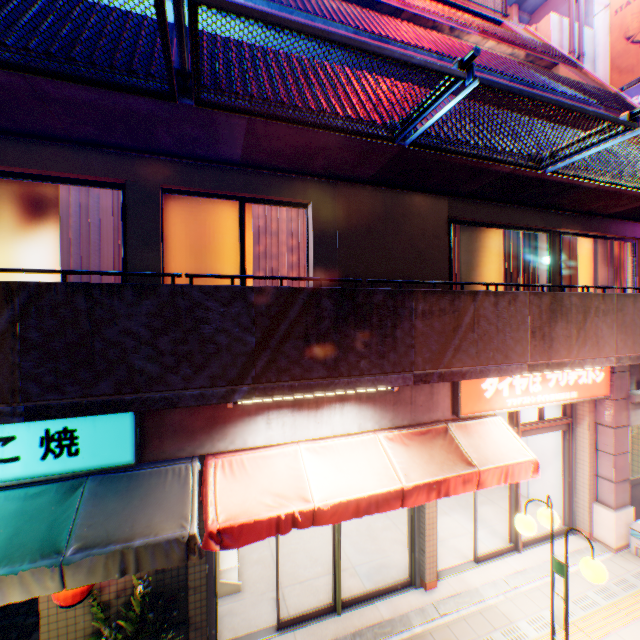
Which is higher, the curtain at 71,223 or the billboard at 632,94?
the billboard at 632,94

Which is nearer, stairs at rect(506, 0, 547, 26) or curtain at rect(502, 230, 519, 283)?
curtain at rect(502, 230, 519, 283)

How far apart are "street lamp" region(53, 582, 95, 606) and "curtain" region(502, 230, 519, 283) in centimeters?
782cm

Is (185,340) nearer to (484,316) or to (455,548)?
(484,316)

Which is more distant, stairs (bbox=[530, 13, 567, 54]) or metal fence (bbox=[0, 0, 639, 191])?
stairs (bbox=[530, 13, 567, 54])

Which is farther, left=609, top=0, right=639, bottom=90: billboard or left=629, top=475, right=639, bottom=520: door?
left=609, top=0, right=639, bottom=90: billboard

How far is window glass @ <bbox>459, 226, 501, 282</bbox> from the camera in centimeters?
680cm

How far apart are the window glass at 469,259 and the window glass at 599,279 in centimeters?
149cm
